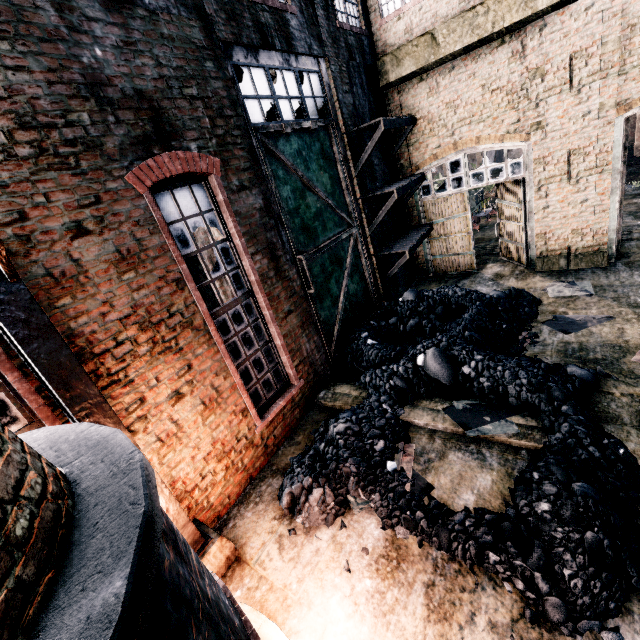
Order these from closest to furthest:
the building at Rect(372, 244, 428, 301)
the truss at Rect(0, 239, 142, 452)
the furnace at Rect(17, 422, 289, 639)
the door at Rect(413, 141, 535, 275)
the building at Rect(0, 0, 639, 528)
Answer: the furnace at Rect(17, 422, 289, 639) → the truss at Rect(0, 239, 142, 452) → the building at Rect(0, 0, 639, 528) → the door at Rect(413, 141, 535, 275) → the building at Rect(372, 244, 428, 301)

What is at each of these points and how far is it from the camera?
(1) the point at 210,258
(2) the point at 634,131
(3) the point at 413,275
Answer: (1) furnace, 12.1m
(2) building, 36.8m
(3) building, 15.6m

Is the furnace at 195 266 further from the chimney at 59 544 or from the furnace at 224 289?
the chimney at 59 544

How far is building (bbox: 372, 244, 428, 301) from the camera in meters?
12.8

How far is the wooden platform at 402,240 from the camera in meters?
11.9 m

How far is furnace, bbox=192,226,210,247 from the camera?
11.54m

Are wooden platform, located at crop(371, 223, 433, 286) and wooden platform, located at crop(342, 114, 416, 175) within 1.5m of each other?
no

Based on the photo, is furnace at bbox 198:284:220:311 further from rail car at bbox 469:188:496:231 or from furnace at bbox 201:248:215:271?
rail car at bbox 469:188:496:231
